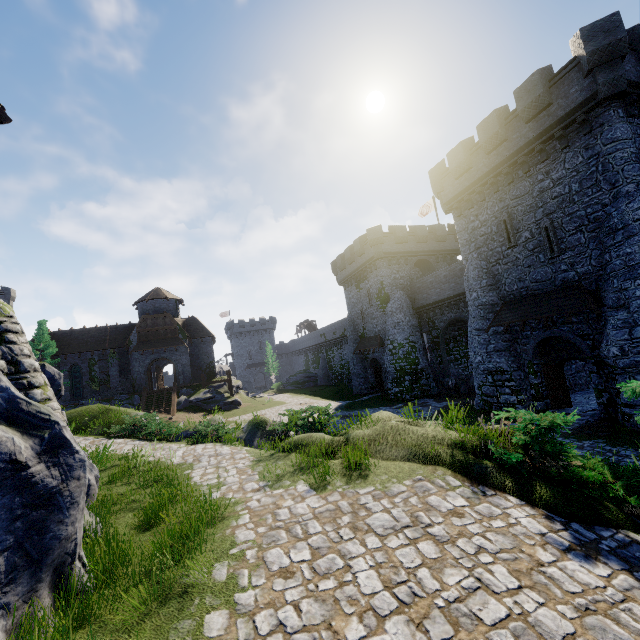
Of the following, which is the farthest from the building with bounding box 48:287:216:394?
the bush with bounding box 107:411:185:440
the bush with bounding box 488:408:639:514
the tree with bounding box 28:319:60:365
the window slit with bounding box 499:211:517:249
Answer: the bush with bounding box 488:408:639:514

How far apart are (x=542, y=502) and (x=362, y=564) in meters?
3.4

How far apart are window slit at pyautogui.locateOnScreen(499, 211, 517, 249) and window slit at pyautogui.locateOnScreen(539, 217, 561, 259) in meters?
1.3

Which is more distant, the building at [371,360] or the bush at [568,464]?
the building at [371,360]

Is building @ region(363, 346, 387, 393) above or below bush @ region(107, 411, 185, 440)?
above

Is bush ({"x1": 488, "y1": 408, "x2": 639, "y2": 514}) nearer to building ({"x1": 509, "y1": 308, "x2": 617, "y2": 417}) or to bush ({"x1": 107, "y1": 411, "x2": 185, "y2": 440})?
building ({"x1": 509, "y1": 308, "x2": 617, "y2": 417})

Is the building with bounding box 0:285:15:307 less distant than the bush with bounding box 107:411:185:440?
No

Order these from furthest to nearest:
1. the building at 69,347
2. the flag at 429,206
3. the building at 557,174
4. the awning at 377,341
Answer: the building at 69,347 → the flag at 429,206 → the awning at 377,341 → the building at 557,174
